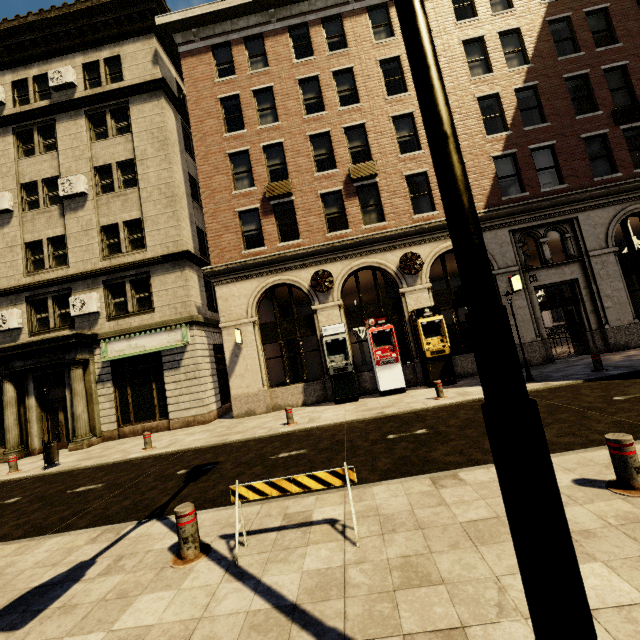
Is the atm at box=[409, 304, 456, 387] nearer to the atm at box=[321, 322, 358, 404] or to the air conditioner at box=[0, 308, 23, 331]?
the atm at box=[321, 322, 358, 404]

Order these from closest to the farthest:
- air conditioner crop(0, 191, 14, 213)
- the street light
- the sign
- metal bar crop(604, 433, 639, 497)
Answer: the street light, metal bar crop(604, 433, 639, 497), the sign, air conditioner crop(0, 191, 14, 213)

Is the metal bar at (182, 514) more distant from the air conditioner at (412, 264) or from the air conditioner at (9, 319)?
the air conditioner at (9, 319)

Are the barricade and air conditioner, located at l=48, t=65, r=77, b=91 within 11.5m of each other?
no

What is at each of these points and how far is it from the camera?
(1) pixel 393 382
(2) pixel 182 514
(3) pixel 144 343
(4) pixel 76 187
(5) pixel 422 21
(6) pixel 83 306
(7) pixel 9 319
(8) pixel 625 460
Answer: (1) atm, 12.8 meters
(2) metal bar, 3.7 meters
(3) sign, 14.9 meters
(4) air conditioner, 15.6 meters
(5) street light, 1.6 meters
(6) air conditioner, 15.0 meters
(7) air conditioner, 15.2 meters
(8) metal bar, 3.4 meters

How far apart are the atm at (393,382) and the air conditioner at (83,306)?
12.4m

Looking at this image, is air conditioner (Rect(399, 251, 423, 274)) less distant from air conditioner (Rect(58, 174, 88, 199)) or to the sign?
the sign

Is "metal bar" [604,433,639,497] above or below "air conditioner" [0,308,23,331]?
below
